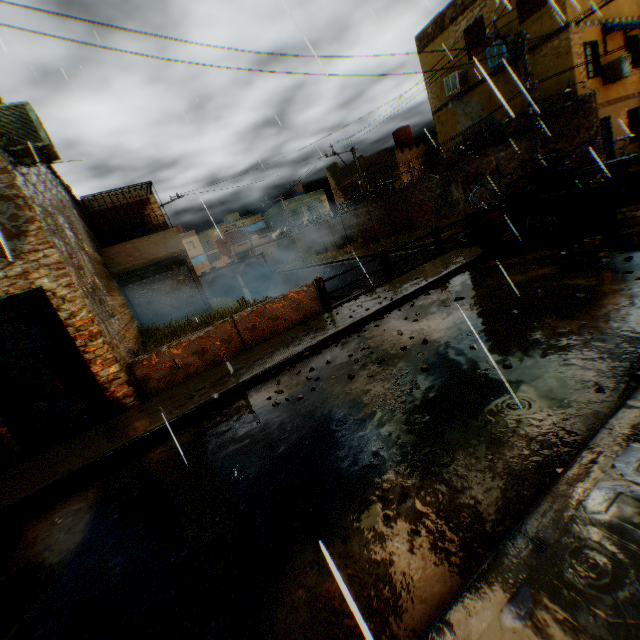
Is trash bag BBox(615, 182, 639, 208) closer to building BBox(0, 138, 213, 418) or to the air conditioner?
building BBox(0, 138, 213, 418)

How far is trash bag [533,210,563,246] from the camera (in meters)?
7.80

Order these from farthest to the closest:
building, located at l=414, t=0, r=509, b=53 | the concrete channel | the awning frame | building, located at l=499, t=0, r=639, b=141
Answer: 1. the concrete channel
2. building, located at l=414, t=0, r=509, b=53
3. building, located at l=499, t=0, r=639, b=141
4. the awning frame

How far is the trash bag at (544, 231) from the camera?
7.8 meters

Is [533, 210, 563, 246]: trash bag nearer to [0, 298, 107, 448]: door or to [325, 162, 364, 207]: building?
[325, 162, 364, 207]: building

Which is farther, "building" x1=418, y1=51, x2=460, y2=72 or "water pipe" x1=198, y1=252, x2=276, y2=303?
"water pipe" x1=198, y1=252, x2=276, y2=303

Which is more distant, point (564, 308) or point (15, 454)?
point (15, 454)

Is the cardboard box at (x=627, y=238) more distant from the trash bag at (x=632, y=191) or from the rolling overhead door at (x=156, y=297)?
the rolling overhead door at (x=156, y=297)
